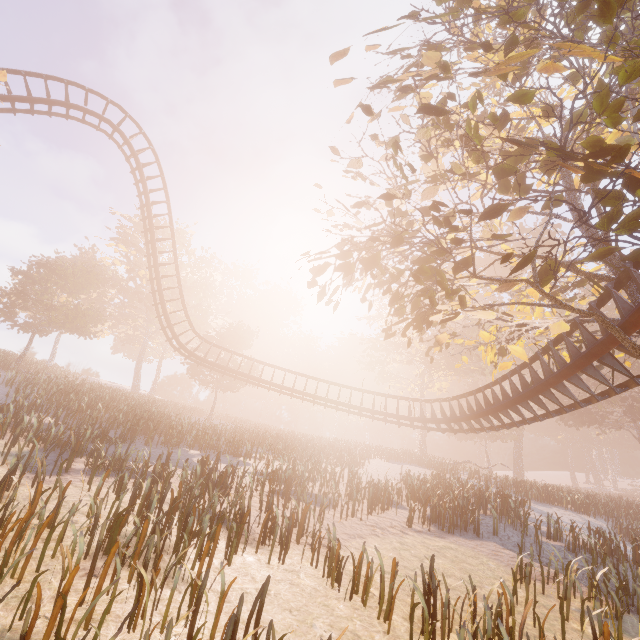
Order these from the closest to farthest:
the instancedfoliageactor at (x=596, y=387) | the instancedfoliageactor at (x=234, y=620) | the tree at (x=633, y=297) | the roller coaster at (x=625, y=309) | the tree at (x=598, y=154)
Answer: the instancedfoliageactor at (x=234, y=620), the tree at (x=598, y=154), the roller coaster at (x=625, y=309), the tree at (x=633, y=297), the instancedfoliageactor at (x=596, y=387)

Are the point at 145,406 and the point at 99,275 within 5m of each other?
no

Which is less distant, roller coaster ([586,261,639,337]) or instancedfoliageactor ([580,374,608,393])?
roller coaster ([586,261,639,337])

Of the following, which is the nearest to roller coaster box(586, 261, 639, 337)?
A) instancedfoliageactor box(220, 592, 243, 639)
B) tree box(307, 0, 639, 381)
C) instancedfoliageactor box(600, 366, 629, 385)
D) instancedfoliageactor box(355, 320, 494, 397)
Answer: tree box(307, 0, 639, 381)

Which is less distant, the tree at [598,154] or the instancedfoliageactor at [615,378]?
the tree at [598,154]

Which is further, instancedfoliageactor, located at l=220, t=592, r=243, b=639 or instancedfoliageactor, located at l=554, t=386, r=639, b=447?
instancedfoliageactor, located at l=554, t=386, r=639, b=447
